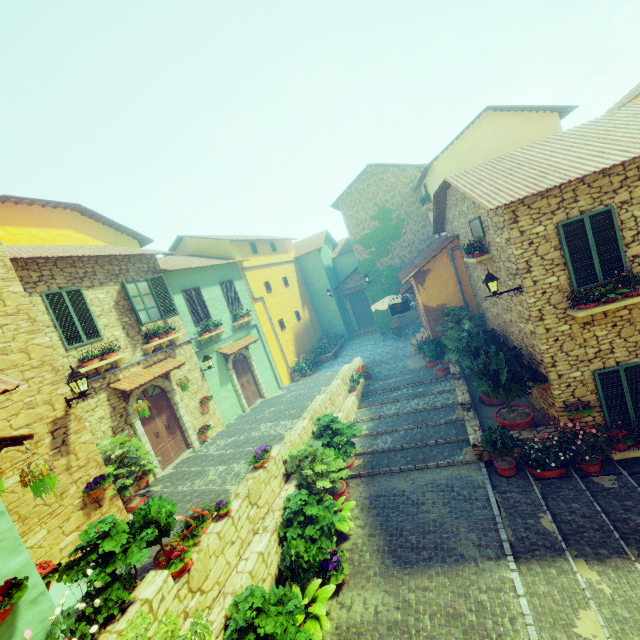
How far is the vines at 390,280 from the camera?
21.20m

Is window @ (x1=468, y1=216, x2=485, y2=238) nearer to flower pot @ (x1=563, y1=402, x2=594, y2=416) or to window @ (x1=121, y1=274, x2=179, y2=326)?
flower pot @ (x1=563, y1=402, x2=594, y2=416)

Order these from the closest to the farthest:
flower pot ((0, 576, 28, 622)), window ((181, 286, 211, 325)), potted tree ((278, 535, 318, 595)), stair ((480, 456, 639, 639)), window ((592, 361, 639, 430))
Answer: flower pot ((0, 576, 28, 622)) < stair ((480, 456, 639, 639)) < potted tree ((278, 535, 318, 595)) < window ((592, 361, 639, 430)) < window ((181, 286, 211, 325))

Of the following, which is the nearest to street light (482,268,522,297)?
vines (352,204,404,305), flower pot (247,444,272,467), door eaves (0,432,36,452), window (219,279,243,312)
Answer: flower pot (247,444,272,467)

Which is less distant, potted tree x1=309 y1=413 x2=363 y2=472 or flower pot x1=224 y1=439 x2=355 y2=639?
flower pot x1=224 y1=439 x2=355 y2=639

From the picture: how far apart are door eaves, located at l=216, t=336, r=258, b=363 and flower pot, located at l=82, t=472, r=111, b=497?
7.2m

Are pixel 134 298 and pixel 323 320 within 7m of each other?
no

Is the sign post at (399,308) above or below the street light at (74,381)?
below
